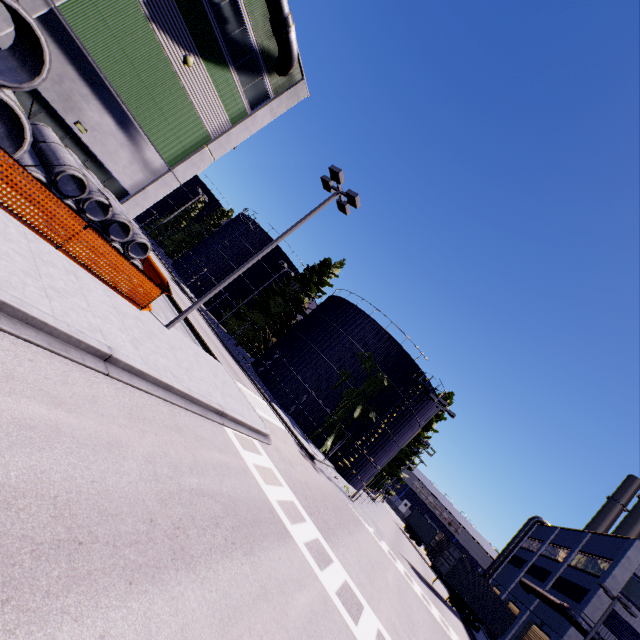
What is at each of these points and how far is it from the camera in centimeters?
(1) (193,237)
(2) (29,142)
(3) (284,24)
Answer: (1) tree, 4950cm
(2) concrete pipe stack, 941cm
(3) pipe, 1588cm

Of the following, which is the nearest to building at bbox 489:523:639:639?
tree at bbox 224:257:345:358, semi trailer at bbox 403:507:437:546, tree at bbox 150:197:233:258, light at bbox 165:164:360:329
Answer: tree at bbox 224:257:345:358

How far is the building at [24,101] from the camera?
13.0m

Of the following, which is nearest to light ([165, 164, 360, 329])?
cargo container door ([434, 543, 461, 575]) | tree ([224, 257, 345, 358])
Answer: tree ([224, 257, 345, 358])

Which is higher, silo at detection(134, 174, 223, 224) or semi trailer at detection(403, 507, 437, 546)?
silo at detection(134, 174, 223, 224)

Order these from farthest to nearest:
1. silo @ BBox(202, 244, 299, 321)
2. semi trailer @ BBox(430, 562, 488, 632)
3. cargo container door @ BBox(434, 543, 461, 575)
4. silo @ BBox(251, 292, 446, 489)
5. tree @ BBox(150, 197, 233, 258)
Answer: tree @ BBox(150, 197, 233, 258), silo @ BBox(202, 244, 299, 321), silo @ BBox(251, 292, 446, 489), semi trailer @ BBox(430, 562, 488, 632), cargo container door @ BBox(434, 543, 461, 575)

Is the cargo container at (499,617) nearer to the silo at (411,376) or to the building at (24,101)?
the silo at (411,376)

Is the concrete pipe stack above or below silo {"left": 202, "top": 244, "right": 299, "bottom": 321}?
below
